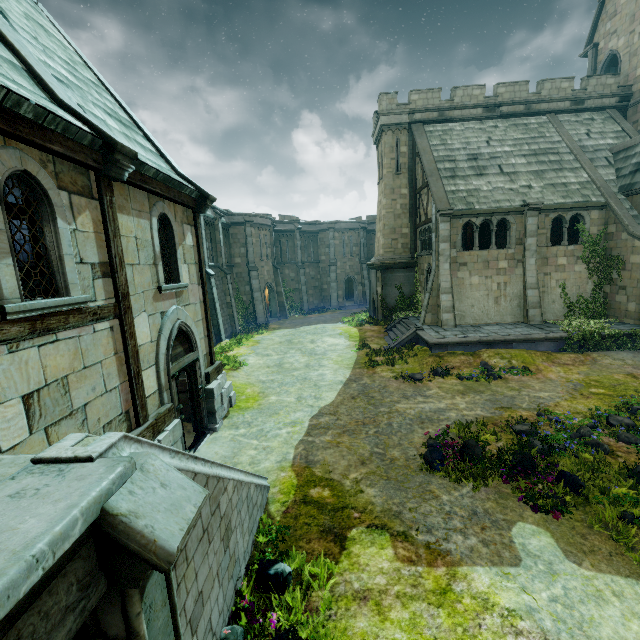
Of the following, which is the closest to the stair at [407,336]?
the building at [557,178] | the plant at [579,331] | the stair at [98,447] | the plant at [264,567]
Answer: the building at [557,178]

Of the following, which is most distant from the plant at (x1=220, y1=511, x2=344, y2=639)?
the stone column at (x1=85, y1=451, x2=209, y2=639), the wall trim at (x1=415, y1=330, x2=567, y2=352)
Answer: the wall trim at (x1=415, y1=330, x2=567, y2=352)

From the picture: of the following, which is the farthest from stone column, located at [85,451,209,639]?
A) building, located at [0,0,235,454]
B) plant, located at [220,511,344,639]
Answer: building, located at [0,0,235,454]

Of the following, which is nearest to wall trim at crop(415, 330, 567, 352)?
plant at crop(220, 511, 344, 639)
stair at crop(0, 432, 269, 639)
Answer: stair at crop(0, 432, 269, 639)

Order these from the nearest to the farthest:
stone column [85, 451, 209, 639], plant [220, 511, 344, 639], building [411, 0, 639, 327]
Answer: stone column [85, 451, 209, 639]
plant [220, 511, 344, 639]
building [411, 0, 639, 327]

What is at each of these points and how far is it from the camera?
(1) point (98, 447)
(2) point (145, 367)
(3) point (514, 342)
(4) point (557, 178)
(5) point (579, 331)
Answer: (1) stair, 2.5 meters
(2) building, 7.4 meters
(3) wall trim, 15.9 meters
(4) building, 19.3 meters
(5) plant, 15.7 meters

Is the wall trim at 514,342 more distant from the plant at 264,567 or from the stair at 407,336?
the plant at 264,567

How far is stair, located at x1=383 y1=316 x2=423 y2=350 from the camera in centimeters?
1866cm
